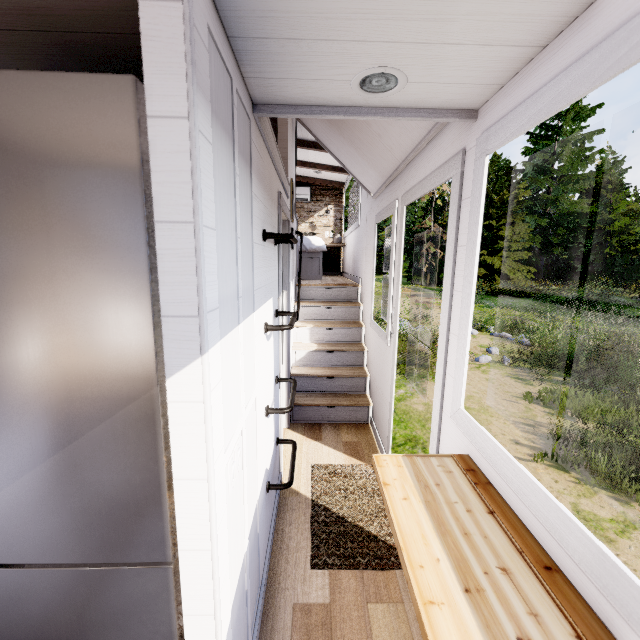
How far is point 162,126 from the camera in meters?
0.7 m

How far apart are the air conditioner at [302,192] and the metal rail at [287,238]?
5.98m

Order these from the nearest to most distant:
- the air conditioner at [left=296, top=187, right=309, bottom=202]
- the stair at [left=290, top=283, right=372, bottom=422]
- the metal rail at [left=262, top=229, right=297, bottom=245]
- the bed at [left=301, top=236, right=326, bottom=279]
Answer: the metal rail at [left=262, top=229, right=297, bottom=245]
the stair at [left=290, top=283, right=372, bottom=422]
the bed at [left=301, top=236, right=326, bottom=279]
the air conditioner at [left=296, top=187, right=309, bottom=202]

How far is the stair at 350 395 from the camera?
3.9m

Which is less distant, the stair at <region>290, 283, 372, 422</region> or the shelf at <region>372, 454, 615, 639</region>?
the shelf at <region>372, 454, 615, 639</region>

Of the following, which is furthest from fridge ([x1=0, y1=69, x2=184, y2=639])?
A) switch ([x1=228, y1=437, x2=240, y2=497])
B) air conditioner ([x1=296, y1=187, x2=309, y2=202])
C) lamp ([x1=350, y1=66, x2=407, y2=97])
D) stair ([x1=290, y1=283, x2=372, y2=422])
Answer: air conditioner ([x1=296, y1=187, x2=309, y2=202])

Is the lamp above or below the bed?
above

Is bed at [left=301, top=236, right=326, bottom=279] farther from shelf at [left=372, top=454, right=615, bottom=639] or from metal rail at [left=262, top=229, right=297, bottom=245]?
shelf at [left=372, top=454, right=615, bottom=639]
